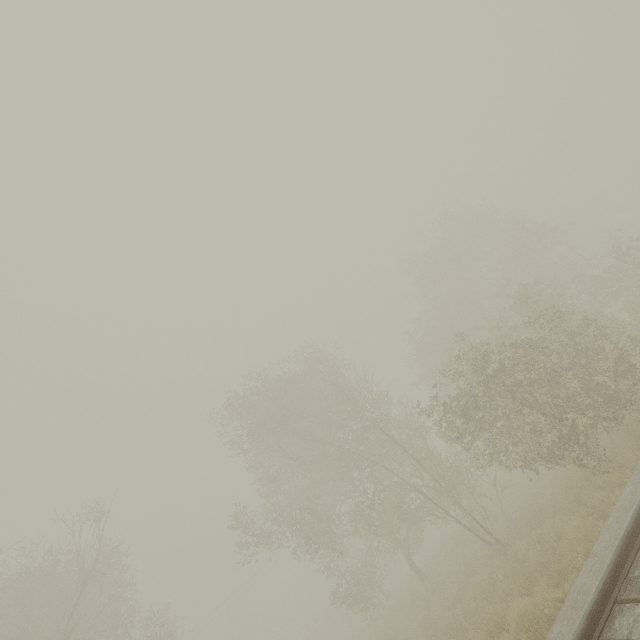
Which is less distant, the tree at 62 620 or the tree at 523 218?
the tree at 523 218

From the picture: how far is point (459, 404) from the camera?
12.6 meters

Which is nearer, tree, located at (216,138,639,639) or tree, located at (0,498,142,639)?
tree, located at (216,138,639,639)
